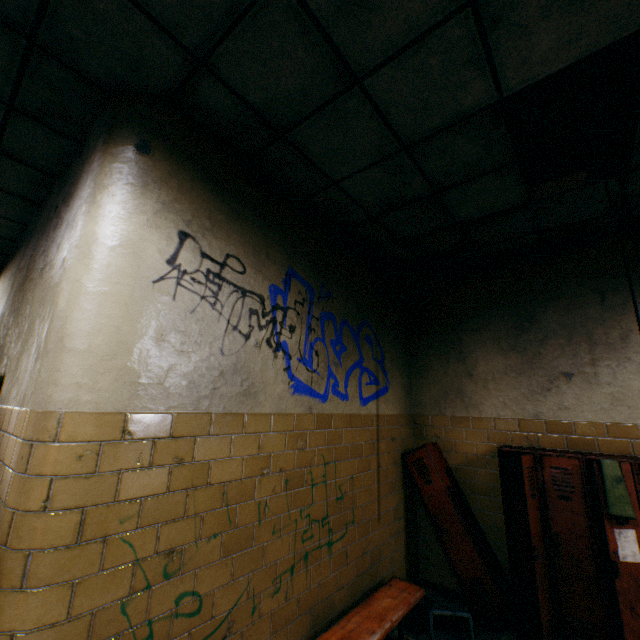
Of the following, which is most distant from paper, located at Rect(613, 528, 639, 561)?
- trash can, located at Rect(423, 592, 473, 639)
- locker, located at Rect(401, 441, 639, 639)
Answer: trash can, located at Rect(423, 592, 473, 639)

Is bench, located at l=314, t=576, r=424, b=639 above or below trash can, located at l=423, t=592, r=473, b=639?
above

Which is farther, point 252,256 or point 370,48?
point 252,256

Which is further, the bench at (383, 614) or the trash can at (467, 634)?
the trash can at (467, 634)

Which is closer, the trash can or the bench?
the bench

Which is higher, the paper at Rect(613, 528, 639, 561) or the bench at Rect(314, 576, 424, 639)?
the paper at Rect(613, 528, 639, 561)

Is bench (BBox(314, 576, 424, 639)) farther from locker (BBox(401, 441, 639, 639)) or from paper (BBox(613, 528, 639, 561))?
paper (BBox(613, 528, 639, 561))

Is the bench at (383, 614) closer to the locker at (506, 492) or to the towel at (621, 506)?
the locker at (506, 492)
